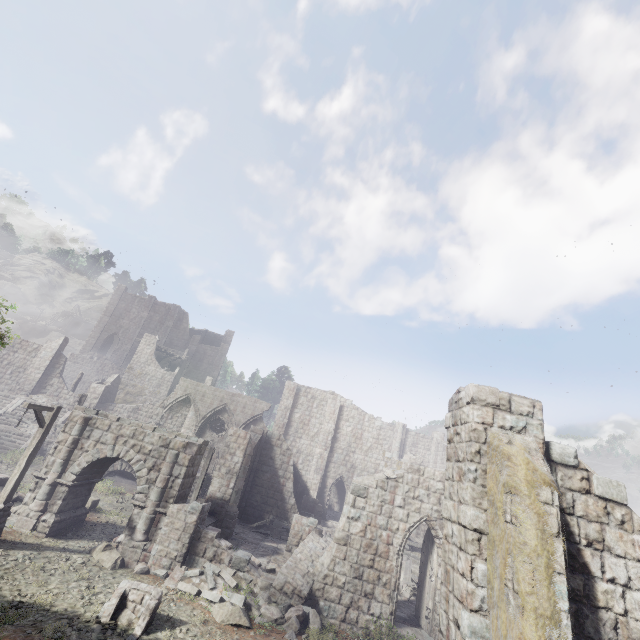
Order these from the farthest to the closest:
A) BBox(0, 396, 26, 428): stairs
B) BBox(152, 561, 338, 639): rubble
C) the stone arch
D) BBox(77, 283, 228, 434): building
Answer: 1. BBox(77, 283, 228, 434): building
2. BBox(0, 396, 26, 428): stairs
3. the stone arch
4. BBox(152, 561, 338, 639): rubble

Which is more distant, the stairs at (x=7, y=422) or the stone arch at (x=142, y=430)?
the stairs at (x=7, y=422)

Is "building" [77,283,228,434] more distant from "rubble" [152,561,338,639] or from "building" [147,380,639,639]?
"rubble" [152,561,338,639]

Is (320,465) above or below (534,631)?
above

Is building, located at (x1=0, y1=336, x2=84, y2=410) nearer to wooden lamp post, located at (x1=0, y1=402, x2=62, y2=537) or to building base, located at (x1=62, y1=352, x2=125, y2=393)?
wooden lamp post, located at (x1=0, y1=402, x2=62, y2=537)

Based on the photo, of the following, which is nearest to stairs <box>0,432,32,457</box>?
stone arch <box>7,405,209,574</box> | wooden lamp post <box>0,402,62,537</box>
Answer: stone arch <box>7,405,209,574</box>

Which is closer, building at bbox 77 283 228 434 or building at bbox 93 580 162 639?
building at bbox 93 580 162 639

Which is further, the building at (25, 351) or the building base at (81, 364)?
the building base at (81, 364)
